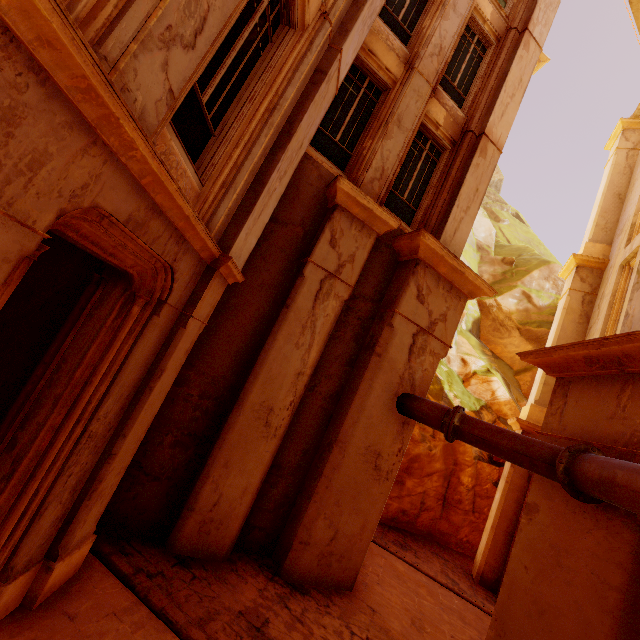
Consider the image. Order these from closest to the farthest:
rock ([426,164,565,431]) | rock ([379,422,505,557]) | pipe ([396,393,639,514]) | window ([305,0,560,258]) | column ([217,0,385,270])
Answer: pipe ([396,393,639,514])
column ([217,0,385,270])
window ([305,0,560,258])
rock ([379,422,505,557])
rock ([426,164,565,431])

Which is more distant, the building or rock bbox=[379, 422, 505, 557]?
rock bbox=[379, 422, 505, 557]

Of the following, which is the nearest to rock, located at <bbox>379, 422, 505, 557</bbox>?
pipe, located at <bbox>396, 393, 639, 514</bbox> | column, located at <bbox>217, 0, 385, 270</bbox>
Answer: pipe, located at <bbox>396, 393, 639, 514</bbox>

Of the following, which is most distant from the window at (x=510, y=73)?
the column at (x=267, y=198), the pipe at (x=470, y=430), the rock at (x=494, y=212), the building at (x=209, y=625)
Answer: the building at (x=209, y=625)

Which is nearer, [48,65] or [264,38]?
[48,65]

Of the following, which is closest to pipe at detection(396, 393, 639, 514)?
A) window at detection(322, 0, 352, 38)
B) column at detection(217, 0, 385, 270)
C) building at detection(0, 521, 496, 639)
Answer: building at detection(0, 521, 496, 639)

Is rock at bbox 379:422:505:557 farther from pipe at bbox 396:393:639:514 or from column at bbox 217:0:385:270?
column at bbox 217:0:385:270

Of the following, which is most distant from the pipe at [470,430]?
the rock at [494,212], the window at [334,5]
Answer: the rock at [494,212]
